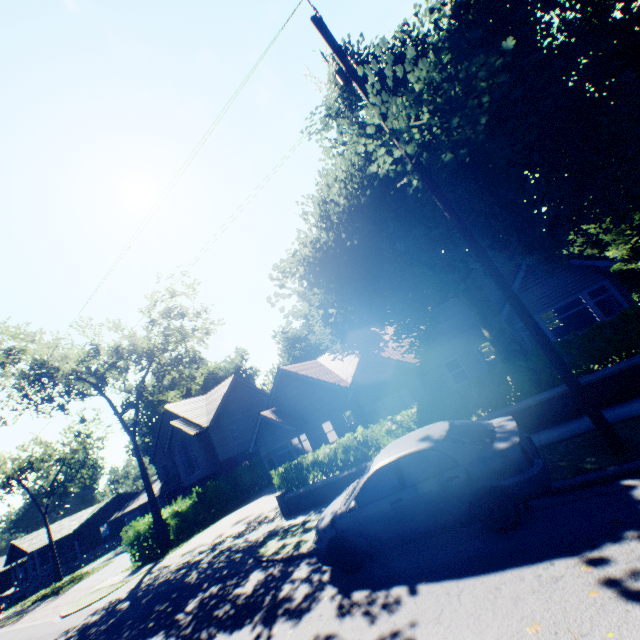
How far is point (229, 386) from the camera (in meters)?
34.28

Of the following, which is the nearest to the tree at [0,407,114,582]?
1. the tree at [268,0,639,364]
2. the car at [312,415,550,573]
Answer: the tree at [268,0,639,364]

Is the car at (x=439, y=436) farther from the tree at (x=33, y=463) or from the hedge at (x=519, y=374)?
the tree at (x=33, y=463)

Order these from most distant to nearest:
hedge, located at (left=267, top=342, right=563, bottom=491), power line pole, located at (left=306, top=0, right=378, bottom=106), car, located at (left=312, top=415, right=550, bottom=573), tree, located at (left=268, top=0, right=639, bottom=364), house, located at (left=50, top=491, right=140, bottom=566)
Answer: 1. house, located at (left=50, top=491, right=140, bottom=566)
2. hedge, located at (left=267, top=342, right=563, bottom=491)
3. power line pole, located at (left=306, top=0, right=378, bottom=106)
4. tree, located at (left=268, top=0, right=639, bottom=364)
5. car, located at (left=312, top=415, right=550, bottom=573)

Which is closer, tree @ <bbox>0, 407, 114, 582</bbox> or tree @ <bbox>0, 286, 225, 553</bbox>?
tree @ <bbox>0, 286, 225, 553</bbox>

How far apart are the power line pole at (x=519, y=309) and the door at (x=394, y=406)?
14.0m

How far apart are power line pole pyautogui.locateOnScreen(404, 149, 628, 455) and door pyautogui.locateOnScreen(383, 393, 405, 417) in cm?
1403

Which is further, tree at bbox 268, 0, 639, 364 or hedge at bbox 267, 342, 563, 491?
hedge at bbox 267, 342, 563, 491
